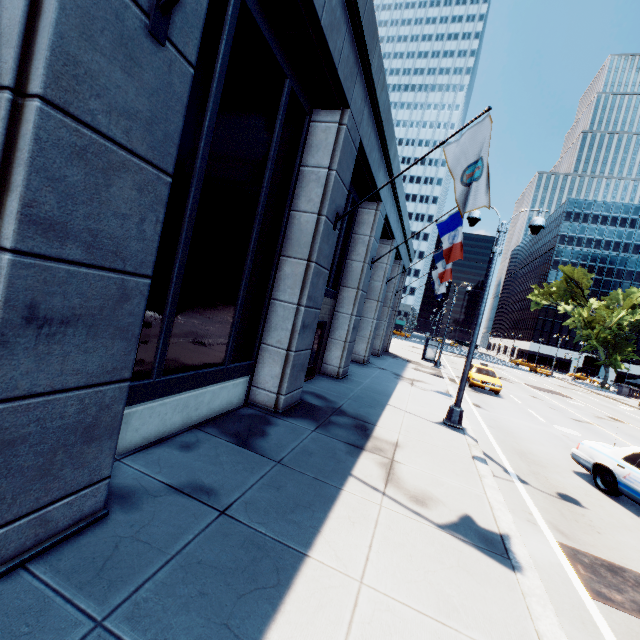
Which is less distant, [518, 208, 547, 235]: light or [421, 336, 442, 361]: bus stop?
[518, 208, 547, 235]: light

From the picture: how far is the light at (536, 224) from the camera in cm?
1007

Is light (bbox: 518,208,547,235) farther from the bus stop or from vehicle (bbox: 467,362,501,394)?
the bus stop

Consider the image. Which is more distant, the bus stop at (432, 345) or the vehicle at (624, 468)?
the bus stop at (432, 345)

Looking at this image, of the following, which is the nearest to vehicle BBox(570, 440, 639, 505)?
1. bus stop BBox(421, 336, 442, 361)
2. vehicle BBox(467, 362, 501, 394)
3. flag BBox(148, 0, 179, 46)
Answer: flag BBox(148, 0, 179, 46)

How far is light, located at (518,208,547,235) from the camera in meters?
10.1

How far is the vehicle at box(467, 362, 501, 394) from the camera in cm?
2009

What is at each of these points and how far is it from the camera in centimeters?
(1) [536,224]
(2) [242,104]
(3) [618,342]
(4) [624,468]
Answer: (1) light, 1007cm
(2) building, 572cm
(3) tree, 5303cm
(4) vehicle, 790cm
